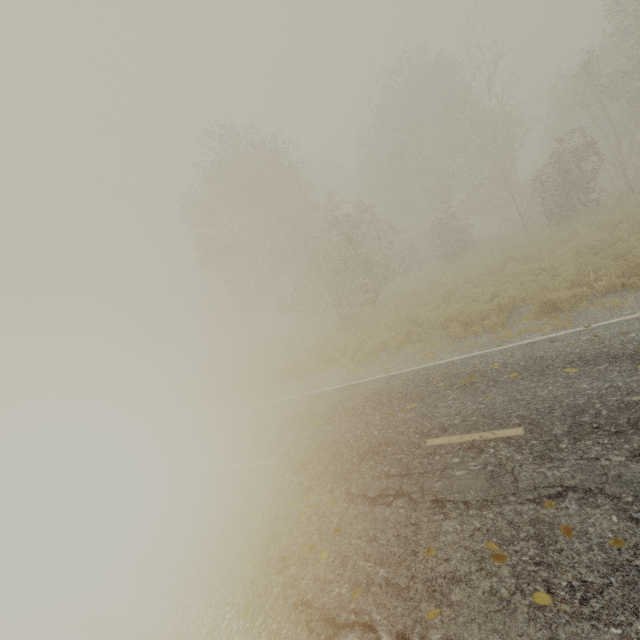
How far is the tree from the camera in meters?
2.9 m

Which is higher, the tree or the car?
the car

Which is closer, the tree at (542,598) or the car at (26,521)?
the tree at (542,598)

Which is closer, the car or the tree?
the tree

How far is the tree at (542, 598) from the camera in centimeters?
288cm

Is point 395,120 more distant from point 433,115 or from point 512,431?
point 512,431
